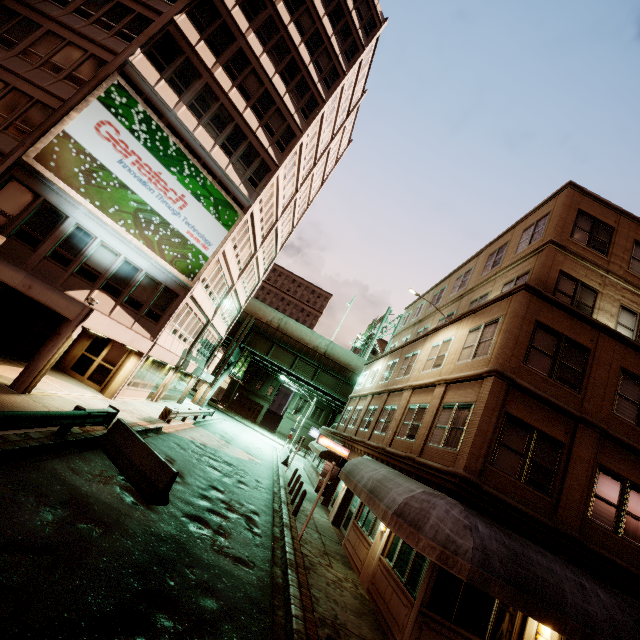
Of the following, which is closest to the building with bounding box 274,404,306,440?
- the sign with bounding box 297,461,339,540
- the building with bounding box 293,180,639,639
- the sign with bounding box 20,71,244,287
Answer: the building with bounding box 293,180,639,639

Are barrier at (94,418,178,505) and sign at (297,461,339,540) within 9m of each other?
yes

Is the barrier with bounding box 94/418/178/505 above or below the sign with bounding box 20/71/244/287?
below

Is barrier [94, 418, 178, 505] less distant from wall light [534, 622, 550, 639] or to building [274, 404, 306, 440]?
wall light [534, 622, 550, 639]

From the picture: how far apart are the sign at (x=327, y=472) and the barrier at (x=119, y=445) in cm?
533

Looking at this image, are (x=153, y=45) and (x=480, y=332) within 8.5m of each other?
no

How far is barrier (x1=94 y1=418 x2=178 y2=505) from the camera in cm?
942

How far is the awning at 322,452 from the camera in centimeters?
Result: 2220cm
